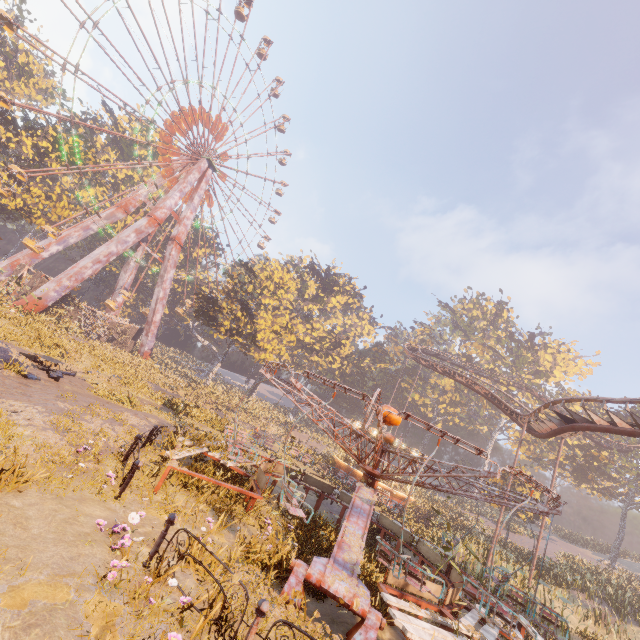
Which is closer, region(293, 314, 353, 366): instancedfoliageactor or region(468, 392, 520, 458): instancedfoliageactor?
region(293, 314, 353, 366): instancedfoliageactor

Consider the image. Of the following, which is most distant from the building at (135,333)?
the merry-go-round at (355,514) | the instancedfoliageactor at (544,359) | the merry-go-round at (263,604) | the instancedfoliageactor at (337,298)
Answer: the instancedfoliageactor at (544,359)

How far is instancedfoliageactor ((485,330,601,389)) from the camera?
54.8m

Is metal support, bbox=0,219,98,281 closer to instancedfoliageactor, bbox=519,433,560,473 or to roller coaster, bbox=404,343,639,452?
instancedfoliageactor, bbox=519,433,560,473

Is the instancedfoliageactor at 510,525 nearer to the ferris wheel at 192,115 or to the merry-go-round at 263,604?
the ferris wheel at 192,115

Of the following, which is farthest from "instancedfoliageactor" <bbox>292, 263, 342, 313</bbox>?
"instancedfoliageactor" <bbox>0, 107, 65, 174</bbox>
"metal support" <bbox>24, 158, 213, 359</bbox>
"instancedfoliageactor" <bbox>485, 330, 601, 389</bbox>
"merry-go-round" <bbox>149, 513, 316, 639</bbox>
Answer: "merry-go-round" <bbox>149, 513, 316, 639</bbox>

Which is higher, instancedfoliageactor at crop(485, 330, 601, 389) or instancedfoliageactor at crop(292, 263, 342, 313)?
instancedfoliageactor at crop(485, 330, 601, 389)

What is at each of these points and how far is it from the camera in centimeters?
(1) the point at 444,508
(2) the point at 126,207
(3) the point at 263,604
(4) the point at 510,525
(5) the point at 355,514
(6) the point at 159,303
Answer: (1) instancedfoliageactor, 3256cm
(2) metal support, 3981cm
(3) merry-go-round, 406cm
(4) instancedfoliageactor, 3938cm
(5) merry-go-round, 861cm
(6) metal support, 4112cm
